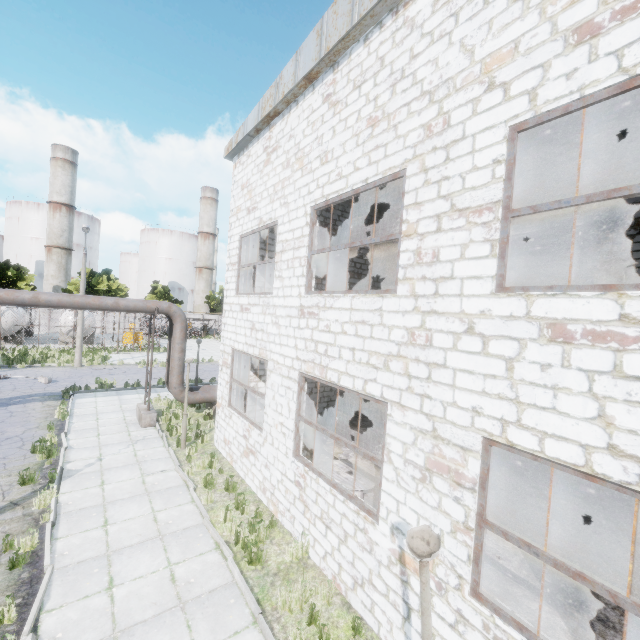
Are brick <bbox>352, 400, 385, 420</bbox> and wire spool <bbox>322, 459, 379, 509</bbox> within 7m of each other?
yes

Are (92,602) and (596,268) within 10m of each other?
no

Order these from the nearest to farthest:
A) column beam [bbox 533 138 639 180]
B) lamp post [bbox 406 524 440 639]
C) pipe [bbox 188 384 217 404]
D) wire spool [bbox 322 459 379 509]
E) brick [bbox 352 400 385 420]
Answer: lamp post [bbox 406 524 440 639], wire spool [bbox 322 459 379 509], column beam [bbox 533 138 639 180], pipe [bbox 188 384 217 404], brick [bbox 352 400 385 420]

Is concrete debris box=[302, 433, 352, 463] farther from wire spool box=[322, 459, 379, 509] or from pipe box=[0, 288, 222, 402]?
pipe box=[0, 288, 222, 402]

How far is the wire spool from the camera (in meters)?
8.02

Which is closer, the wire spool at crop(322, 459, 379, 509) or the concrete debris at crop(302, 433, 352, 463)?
the wire spool at crop(322, 459, 379, 509)

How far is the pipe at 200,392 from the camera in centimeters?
1466cm

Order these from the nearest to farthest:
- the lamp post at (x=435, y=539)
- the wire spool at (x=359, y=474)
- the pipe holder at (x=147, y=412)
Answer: the lamp post at (x=435, y=539) < the wire spool at (x=359, y=474) < the pipe holder at (x=147, y=412)
